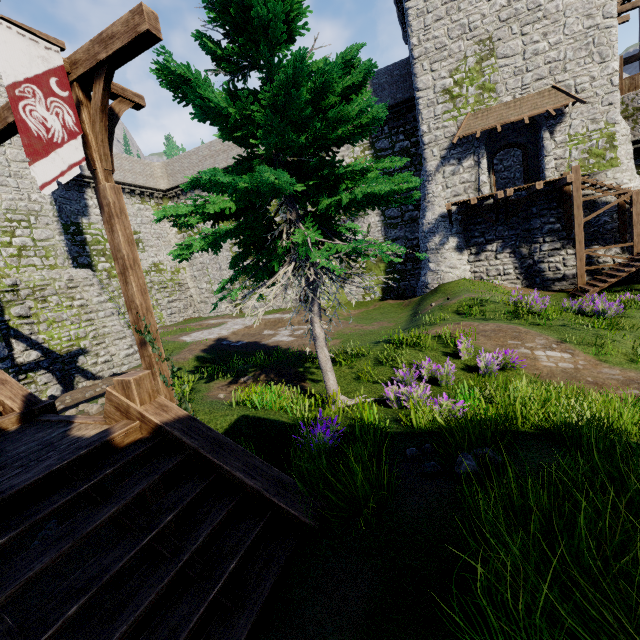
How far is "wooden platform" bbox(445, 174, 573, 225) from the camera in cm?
1711

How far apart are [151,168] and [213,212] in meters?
31.1 m

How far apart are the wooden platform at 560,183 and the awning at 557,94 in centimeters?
309cm

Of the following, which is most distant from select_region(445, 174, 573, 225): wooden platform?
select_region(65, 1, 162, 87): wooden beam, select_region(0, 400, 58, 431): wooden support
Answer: select_region(0, 400, 58, 431): wooden support

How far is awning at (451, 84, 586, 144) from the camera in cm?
1695

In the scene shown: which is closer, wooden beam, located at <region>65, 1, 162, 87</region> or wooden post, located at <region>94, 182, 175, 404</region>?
wooden beam, located at <region>65, 1, 162, 87</region>

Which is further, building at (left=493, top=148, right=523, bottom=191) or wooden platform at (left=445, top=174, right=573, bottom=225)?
building at (left=493, top=148, right=523, bottom=191)

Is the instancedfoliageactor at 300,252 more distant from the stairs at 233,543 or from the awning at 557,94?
the awning at 557,94
